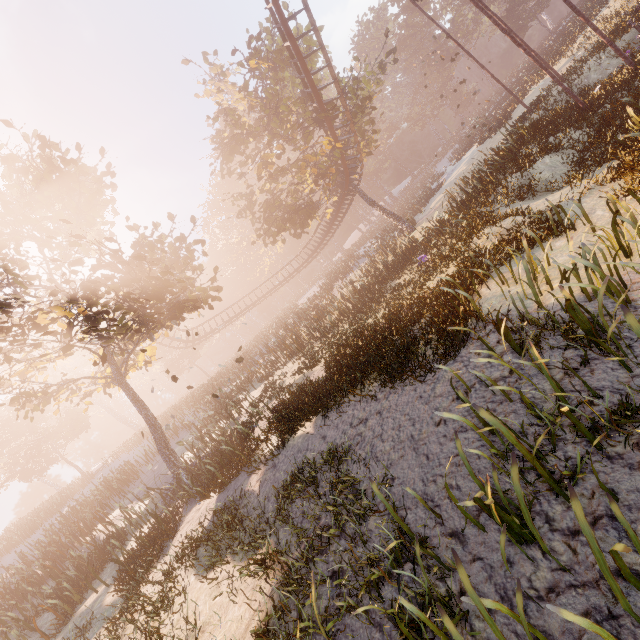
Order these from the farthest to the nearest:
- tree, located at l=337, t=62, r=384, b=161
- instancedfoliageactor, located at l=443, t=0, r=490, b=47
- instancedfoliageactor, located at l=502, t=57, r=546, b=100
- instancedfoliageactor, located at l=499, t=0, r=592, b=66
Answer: instancedfoliageactor, located at l=443, t=0, r=490, b=47 → instancedfoliageactor, located at l=502, t=57, r=546, b=100 → instancedfoliageactor, located at l=499, t=0, r=592, b=66 → tree, located at l=337, t=62, r=384, b=161

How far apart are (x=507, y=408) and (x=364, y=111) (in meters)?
23.87

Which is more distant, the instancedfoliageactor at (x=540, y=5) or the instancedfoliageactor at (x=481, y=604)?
the instancedfoliageactor at (x=540, y=5)

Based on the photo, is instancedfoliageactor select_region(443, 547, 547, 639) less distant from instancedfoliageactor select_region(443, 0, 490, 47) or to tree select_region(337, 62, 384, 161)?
tree select_region(337, 62, 384, 161)

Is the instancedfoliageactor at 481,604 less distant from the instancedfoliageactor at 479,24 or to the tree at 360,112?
the tree at 360,112

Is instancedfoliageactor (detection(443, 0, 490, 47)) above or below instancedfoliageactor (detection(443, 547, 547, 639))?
above

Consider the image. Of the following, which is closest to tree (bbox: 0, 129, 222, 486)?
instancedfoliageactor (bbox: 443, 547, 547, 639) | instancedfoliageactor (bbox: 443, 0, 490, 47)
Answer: instancedfoliageactor (bbox: 443, 547, 547, 639)
